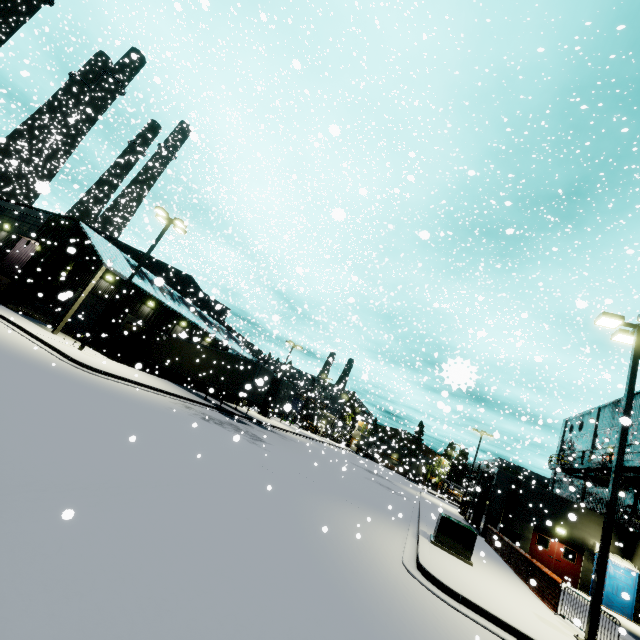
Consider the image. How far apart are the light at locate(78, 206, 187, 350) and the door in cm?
3155

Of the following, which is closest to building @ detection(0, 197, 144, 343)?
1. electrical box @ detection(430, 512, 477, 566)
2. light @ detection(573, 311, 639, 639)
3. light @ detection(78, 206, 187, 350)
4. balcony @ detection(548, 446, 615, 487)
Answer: balcony @ detection(548, 446, 615, 487)

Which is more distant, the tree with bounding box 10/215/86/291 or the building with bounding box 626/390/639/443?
the building with bounding box 626/390/639/443

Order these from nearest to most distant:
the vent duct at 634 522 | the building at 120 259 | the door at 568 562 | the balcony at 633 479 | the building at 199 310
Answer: the balcony at 633 479 → the vent duct at 634 522 → the door at 568 562 → the building at 120 259 → the building at 199 310

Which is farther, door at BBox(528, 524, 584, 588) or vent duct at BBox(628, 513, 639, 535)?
door at BBox(528, 524, 584, 588)

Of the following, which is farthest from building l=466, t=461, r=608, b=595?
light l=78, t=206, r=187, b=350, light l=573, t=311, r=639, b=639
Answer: light l=78, t=206, r=187, b=350

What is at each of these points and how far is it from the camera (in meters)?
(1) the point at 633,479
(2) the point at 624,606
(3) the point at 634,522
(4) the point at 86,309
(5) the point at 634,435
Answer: (1) balcony, 21.52
(2) portable restroom, 18.67
(3) vent duct, 19.05
(4) roll-up door, 27.38
(5) building, 24.59

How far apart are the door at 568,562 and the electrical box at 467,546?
14.19m
